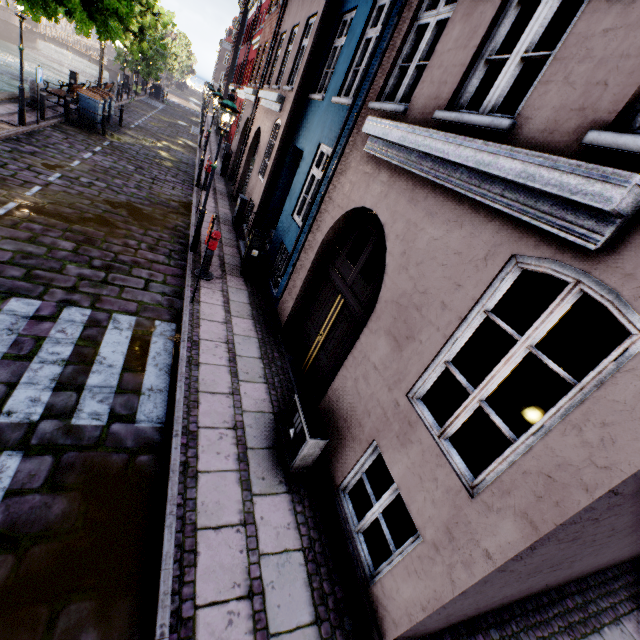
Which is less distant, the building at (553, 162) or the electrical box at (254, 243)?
the building at (553, 162)

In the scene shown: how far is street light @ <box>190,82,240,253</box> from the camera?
7.1 meters

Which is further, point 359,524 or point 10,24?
point 10,24

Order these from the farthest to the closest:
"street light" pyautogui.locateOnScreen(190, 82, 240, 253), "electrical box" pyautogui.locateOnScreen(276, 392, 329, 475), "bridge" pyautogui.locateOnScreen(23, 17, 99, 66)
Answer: "bridge" pyautogui.locateOnScreen(23, 17, 99, 66) → "street light" pyautogui.locateOnScreen(190, 82, 240, 253) → "electrical box" pyautogui.locateOnScreen(276, 392, 329, 475)

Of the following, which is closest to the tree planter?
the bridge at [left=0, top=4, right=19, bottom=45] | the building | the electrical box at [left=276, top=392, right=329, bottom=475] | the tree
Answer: the tree

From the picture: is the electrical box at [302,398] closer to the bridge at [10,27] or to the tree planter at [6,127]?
the tree planter at [6,127]

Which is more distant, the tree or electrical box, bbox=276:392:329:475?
the tree

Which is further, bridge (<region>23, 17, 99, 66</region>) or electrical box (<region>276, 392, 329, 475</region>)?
bridge (<region>23, 17, 99, 66</region>)
